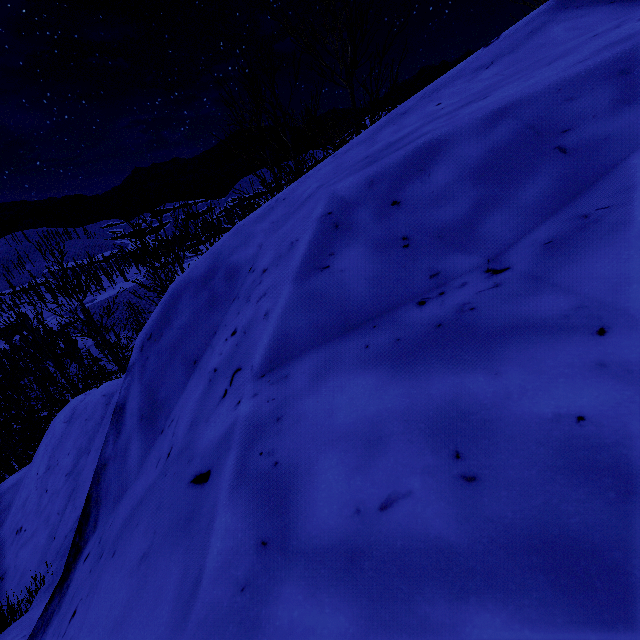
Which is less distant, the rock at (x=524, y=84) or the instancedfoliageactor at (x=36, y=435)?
the rock at (x=524, y=84)

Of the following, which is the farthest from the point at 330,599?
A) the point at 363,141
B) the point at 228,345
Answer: the point at 363,141

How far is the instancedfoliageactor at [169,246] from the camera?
7.3m

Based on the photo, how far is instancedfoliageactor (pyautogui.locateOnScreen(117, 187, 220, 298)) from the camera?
7.3 meters

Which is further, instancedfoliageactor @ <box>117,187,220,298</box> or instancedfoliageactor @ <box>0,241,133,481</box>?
instancedfoliageactor @ <box>0,241,133,481</box>

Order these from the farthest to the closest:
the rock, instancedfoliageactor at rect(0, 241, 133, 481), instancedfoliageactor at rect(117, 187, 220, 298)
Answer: instancedfoliageactor at rect(0, 241, 133, 481)
instancedfoliageactor at rect(117, 187, 220, 298)
the rock

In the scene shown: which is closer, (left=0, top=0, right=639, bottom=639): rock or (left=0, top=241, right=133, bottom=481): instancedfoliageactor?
(left=0, top=0, right=639, bottom=639): rock
